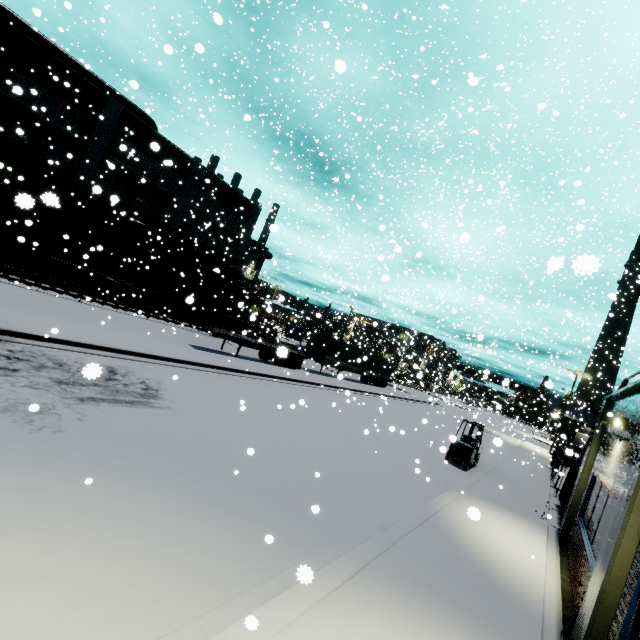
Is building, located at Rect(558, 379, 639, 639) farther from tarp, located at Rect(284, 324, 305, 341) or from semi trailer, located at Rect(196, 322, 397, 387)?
tarp, located at Rect(284, 324, 305, 341)

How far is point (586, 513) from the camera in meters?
10.0 m

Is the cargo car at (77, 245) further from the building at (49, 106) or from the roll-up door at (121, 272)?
the building at (49, 106)

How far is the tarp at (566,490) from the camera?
12.78m

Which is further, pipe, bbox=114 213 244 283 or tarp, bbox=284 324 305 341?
tarp, bbox=284 324 305 341

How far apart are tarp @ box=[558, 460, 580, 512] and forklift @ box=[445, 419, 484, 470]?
3.3m

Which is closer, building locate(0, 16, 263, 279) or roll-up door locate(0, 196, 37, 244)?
roll-up door locate(0, 196, 37, 244)

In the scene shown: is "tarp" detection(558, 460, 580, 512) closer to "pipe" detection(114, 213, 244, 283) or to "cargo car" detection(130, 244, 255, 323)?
"cargo car" detection(130, 244, 255, 323)
